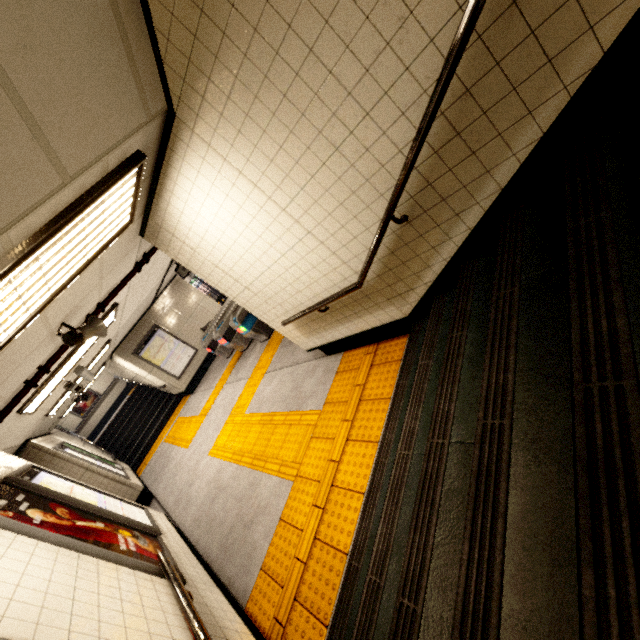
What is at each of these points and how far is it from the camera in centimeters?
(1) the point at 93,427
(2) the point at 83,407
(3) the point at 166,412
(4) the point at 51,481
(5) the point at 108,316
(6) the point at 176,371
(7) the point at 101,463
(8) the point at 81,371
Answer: (1) building, 1605cm
(2) sign, 1600cm
(3) stairs, 1242cm
(4) sign, 411cm
(5) fluorescent light, 531cm
(6) sign, 1151cm
(7) sign, 836cm
(8) window, 625cm

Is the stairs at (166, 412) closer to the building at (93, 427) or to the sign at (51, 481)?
the building at (93, 427)

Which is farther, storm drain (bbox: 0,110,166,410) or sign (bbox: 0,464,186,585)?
sign (bbox: 0,464,186,585)

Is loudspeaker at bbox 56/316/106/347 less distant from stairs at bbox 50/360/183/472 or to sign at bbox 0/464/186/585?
sign at bbox 0/464/186/585

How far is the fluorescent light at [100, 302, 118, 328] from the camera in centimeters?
524cm

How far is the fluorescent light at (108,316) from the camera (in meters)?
5.24

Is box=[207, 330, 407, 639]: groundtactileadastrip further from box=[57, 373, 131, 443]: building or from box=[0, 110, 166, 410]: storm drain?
box=[57, 373, 131, 443]: building

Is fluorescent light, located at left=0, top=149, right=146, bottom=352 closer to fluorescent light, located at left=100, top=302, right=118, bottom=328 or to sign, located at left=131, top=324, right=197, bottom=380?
fluorescent light, located at left=100, top=302, right=118, bottom=328
